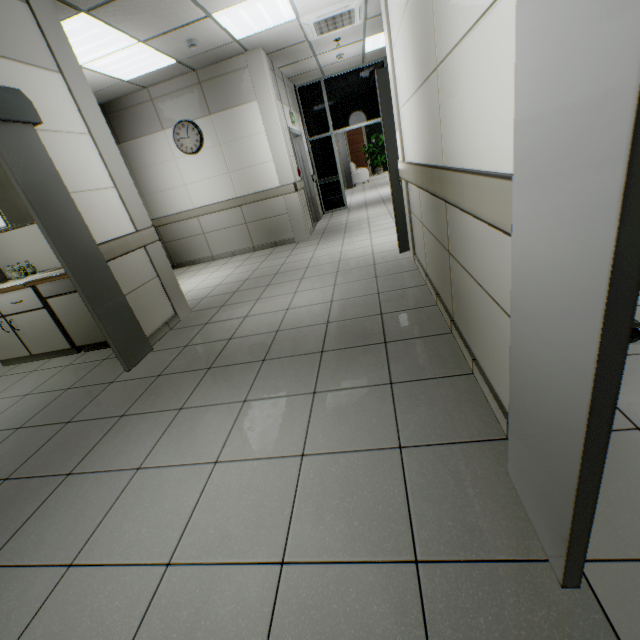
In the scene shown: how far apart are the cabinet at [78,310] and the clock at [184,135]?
4.02m

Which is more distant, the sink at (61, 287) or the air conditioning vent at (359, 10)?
the air conditioning vent at (359, 10)

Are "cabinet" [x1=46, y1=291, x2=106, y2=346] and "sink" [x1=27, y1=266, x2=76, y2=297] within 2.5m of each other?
yes

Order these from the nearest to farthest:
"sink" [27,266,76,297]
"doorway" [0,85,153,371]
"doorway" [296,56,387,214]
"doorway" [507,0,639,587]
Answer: "doorway" [507,0,639,587]
"doorway" [0,85,153,371]
"sink" [27,266,76,297]
"doorway" [296,56,387,214]

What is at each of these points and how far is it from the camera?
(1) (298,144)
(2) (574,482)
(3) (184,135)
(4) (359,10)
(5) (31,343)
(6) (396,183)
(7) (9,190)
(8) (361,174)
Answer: (1) door, 8.1m
(2) doorway, 0.8m
(3) clock, 6.1m
(4) air conditioning vent, 4.8m
(5) laboratory table, 3.8m
(6) door, 3.9m
(7) cabinet, 3.4m
(8) sofa, 15.8m

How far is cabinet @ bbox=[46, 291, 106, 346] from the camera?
3.48m

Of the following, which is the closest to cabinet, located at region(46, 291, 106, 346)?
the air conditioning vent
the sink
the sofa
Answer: the sink

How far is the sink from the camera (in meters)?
3.29
